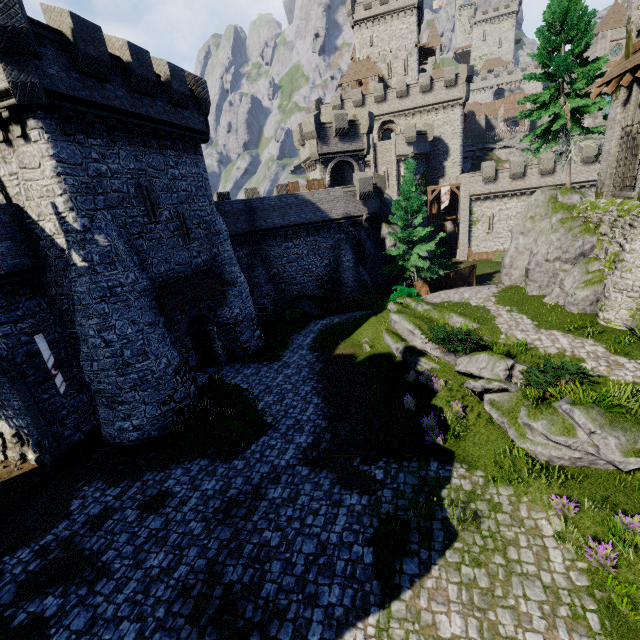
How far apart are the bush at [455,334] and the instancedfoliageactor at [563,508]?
6.2m

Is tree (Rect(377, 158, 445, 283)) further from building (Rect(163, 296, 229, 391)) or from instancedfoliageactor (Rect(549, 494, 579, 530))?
instancedfoliageactor (Rect(549, 494, 579, 530))

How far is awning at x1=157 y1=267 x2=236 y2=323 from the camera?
16.1m

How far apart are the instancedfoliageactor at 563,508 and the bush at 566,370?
3.57m

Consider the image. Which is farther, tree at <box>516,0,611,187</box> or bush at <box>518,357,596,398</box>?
tree at <box>516,0,611,187</box>

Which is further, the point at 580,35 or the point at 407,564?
the point at 580,35

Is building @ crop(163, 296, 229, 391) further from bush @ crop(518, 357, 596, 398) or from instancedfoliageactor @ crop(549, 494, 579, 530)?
instancedfoliageactor @ crop(549, 494, 579, 530)

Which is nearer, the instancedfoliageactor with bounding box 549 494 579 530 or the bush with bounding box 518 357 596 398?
the instancedfoliageactor with bounding box 549 494 579 530
